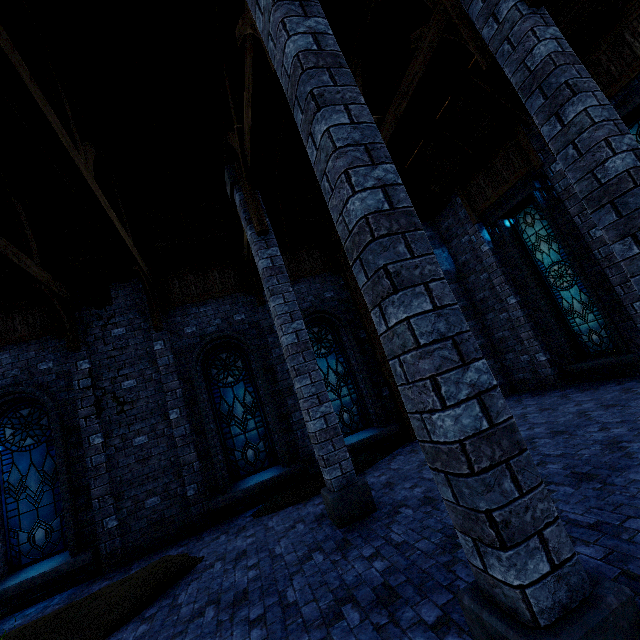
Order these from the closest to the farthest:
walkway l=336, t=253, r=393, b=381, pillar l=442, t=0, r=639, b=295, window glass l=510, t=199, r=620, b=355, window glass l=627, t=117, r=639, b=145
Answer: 1. pillar l=442, t=0, r=639, b=295
2. window glass l=627, t=117, r=639, b=145
3. window glass l=510, t=199, r=620, b=355
4. walkway l=336, t=253, r=393, b=381

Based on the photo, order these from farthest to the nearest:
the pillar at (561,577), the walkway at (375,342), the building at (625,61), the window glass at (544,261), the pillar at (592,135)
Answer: the walkway at (375,342) → the window glass at (544,261) → the building at (625,61) → the pillar at (592,135) → the pillar at (561,577)

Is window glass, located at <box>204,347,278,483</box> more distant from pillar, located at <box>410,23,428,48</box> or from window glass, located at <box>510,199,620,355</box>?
window glass, located at <box>510,199,620,355</box>

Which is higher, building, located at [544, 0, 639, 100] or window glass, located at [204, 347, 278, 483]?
building, located at [544, 0, 639, 100]

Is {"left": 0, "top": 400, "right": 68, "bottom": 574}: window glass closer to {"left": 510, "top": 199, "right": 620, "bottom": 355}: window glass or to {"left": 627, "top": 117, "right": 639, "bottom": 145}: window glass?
{"left": 510, "top": 199, "right": 620, "bottom": 355}: window glass

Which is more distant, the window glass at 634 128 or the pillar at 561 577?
the window glass at 634 128

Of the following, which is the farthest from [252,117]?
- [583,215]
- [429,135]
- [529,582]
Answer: [583,215]

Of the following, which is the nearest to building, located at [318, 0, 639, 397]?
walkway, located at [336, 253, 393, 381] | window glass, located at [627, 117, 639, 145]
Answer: walkway, located at [336, 253, 393, 381]
